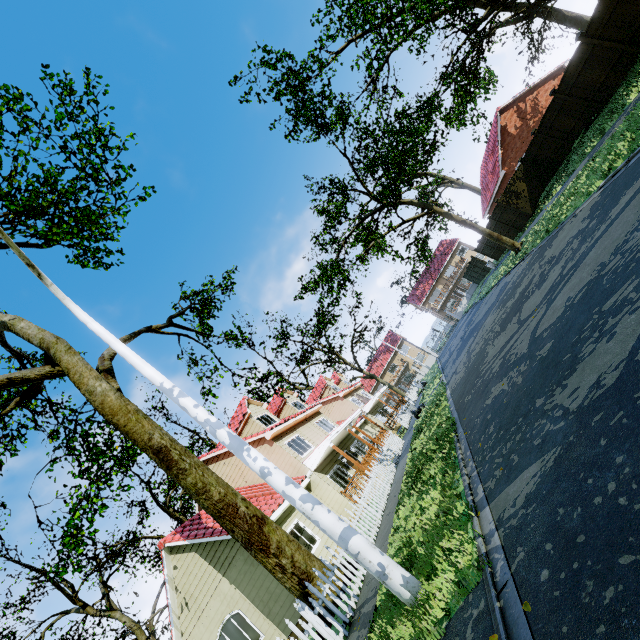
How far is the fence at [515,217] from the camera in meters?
21.9

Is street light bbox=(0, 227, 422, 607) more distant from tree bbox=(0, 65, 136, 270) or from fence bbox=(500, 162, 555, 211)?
tree bbox=(0, 65, 136, 270)

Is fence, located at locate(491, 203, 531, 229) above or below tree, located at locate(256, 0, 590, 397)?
below

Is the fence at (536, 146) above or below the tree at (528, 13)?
below

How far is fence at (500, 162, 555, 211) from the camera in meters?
20.9

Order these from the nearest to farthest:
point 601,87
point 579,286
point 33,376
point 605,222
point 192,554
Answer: point 579,286
point 605,222
point 33,376
point 192,554
point 601,87

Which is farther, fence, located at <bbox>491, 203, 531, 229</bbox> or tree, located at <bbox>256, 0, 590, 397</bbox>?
fence, located at <bbox>491, 203, 531, 229</bbox>

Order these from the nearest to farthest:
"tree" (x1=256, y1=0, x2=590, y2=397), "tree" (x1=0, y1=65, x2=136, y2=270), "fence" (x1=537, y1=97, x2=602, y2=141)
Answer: "tree" (x1=0, y1=65, x2=136, y2=270)
"fence" (x1=537, y1=97, x2=602, y2=141)
"tree" (x1=256, y1=0, x2=590, y2=397)
